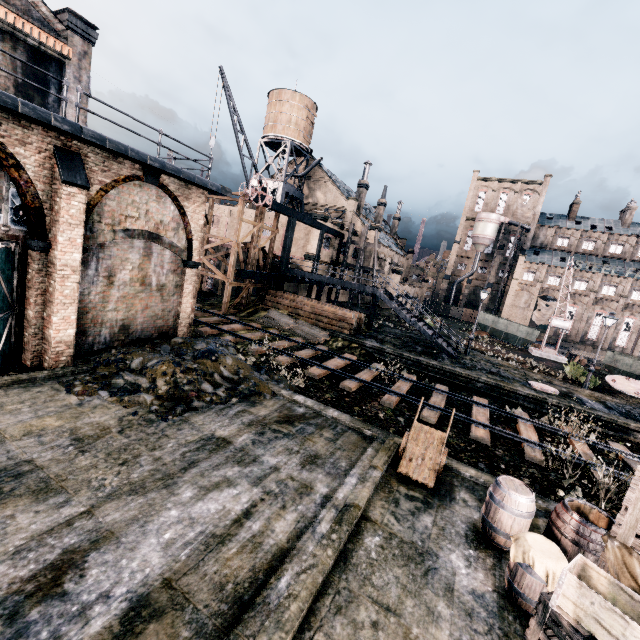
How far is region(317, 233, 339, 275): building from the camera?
37.75m

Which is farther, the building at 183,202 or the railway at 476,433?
the railway at 476,433

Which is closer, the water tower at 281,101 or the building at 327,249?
the building at 327,249

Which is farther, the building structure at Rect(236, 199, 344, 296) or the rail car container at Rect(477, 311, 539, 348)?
the rail car container at Rect(477, 311, 539, 348)

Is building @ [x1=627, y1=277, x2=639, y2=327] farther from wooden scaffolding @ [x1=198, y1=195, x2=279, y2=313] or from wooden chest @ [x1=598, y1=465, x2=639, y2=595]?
wooden chest @ [x1=598, y1=465, x2=639, y2=595]

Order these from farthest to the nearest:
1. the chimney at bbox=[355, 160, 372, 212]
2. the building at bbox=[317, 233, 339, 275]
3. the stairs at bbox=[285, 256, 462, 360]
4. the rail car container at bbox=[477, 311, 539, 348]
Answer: the chimney at bbox=[355, 160, 372, 212] → the rail car container at bbox=[477, 311, 539, 348] → the building at bbox=[317, 233, 339, 275] → the stairs at bbox=[285, 256, 462, 360]

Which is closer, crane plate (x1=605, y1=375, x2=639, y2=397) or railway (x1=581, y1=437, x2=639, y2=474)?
railway (x1=581, y1=437, x2=639, y2=474)

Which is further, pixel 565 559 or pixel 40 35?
pixel 40 35
